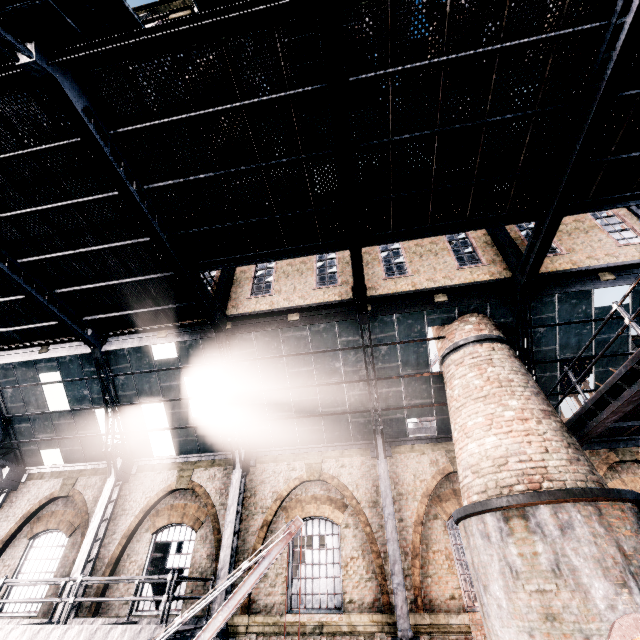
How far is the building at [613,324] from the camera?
12.12m

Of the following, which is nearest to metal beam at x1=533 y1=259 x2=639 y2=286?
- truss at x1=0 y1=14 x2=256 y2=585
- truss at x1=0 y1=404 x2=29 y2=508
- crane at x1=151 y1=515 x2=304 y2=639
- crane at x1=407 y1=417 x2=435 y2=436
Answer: crane at x1=151 y1=515 x2=304 y2=639

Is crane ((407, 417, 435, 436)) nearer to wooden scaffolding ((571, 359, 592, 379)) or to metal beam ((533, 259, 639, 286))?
wooden scaffolding ((571, 359, 592, 379))

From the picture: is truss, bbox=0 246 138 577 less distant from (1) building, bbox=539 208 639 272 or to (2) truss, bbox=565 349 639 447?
(1) building, bbox=539 208 639 272

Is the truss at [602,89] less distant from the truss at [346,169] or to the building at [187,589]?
the building at [187,589]

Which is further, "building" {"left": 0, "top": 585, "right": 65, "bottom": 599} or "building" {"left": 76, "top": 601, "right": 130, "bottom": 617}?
"building" {"left": 0, "top": 585, "right": 65, "bottom": 599}

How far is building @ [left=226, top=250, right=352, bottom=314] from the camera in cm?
1362

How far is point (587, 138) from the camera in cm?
789
